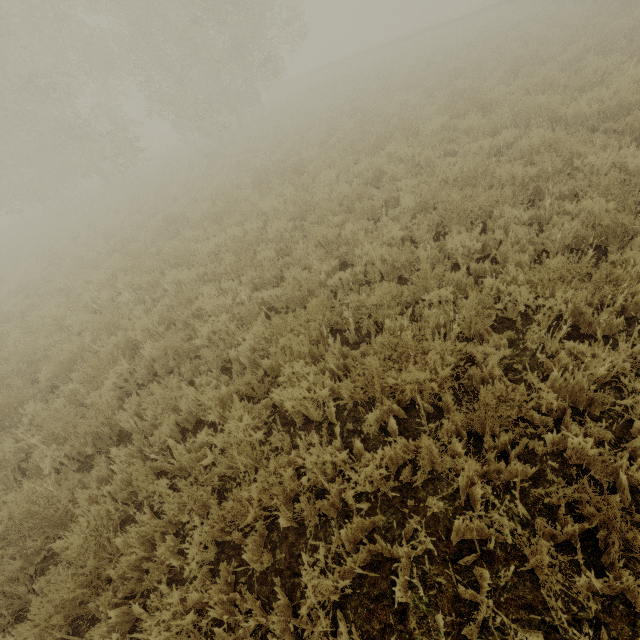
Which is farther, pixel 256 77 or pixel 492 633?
pixel 256 77
